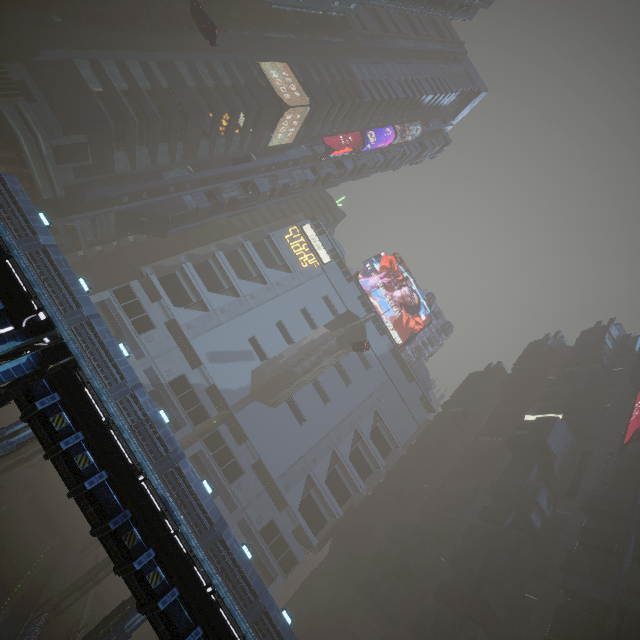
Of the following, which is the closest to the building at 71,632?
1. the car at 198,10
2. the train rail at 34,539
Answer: the train rail at 34,539

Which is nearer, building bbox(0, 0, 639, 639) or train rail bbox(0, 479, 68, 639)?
train rail bbox(0, 479, 68, 639)

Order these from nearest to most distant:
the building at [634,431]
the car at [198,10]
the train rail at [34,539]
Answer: the train rail at [34,539], the car at [198,10], the building at [634,431]

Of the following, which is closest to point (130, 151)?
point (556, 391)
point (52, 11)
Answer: point (52, 11)

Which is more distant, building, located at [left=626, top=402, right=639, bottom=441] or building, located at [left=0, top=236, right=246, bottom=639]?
building, located at [left=626, top=402, right=639, bottom=441]

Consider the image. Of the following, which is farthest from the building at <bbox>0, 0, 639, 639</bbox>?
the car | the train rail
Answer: the car

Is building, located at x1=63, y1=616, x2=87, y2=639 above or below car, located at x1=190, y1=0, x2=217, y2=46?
below

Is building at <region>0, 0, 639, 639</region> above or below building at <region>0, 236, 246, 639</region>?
above
